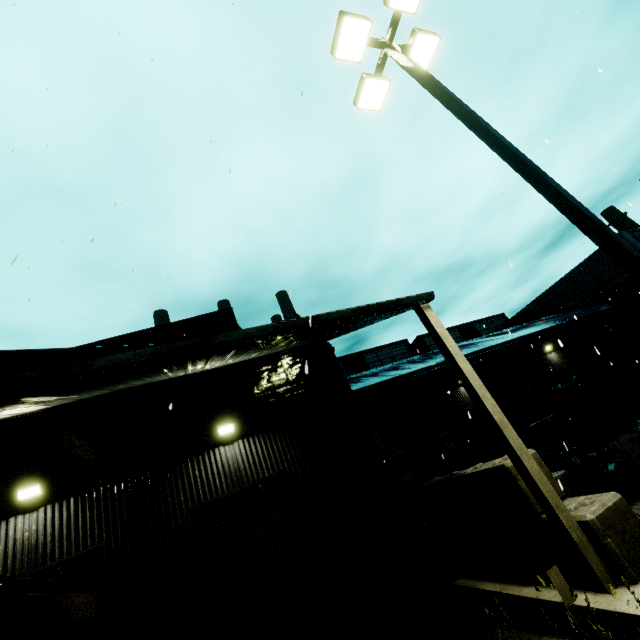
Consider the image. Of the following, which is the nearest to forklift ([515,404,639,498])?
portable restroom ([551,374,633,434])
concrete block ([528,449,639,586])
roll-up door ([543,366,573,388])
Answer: concrete block ([528,449,639,586])

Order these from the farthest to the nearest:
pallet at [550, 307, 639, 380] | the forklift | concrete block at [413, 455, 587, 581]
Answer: pallet at [550, 307, 639, 380] < the forklift < concrete block at [413, 455, 587, 581]

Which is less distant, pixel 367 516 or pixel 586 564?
pixel 586 564

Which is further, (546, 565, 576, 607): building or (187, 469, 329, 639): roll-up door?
(187, 469, 329, 639): roll-up door

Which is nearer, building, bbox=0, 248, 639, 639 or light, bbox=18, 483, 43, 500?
building, bbox=0, 248, 639, 639

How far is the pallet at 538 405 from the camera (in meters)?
15.32

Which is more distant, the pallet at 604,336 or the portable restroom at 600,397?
the portable restroom at 600,397

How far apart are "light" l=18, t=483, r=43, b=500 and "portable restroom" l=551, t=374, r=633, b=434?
21.34m
